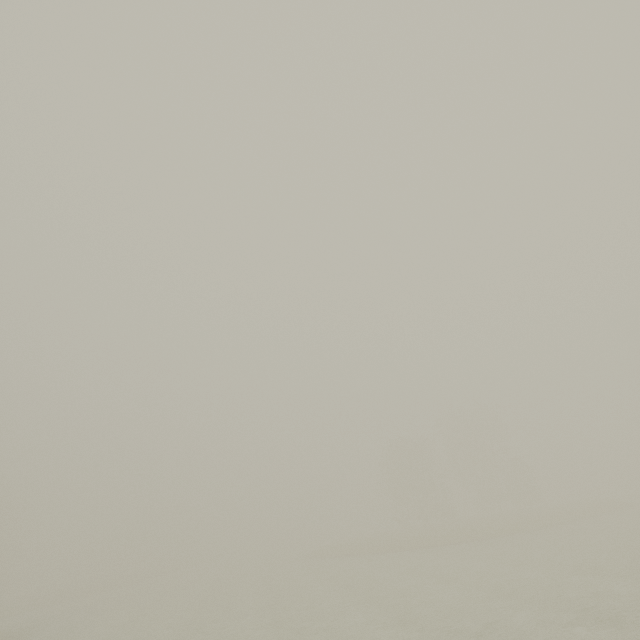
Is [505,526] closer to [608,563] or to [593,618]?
[608,563]
